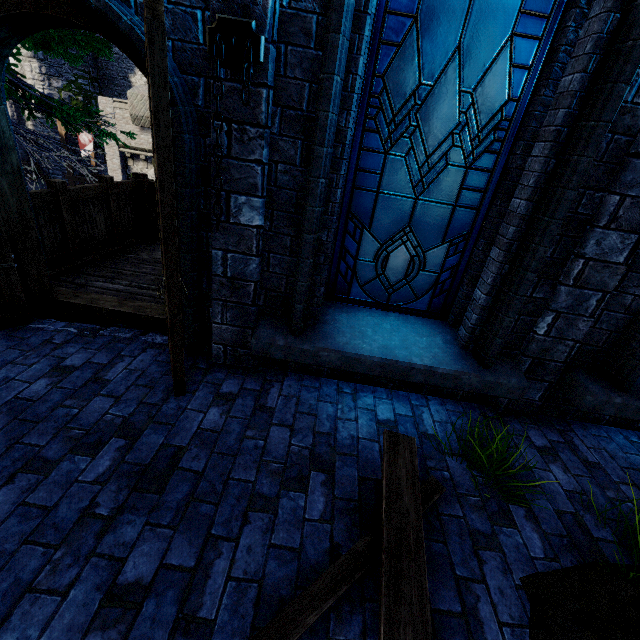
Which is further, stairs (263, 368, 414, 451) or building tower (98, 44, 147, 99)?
building tower (98, 44, 147, 99)

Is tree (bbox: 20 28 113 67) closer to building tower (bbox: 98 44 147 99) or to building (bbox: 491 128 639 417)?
building (bbox: 491 128 639 417)

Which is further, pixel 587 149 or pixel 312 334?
pixel 312 334

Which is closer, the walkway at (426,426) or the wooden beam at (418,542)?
the wooden beam at (418,542)

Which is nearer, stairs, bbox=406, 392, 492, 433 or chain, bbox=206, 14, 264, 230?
chain, bbox=206, 14, 264, 230

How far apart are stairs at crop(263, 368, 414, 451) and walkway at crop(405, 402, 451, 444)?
0.0 meters

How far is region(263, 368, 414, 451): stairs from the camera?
2.8m

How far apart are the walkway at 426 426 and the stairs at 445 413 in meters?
0.0
